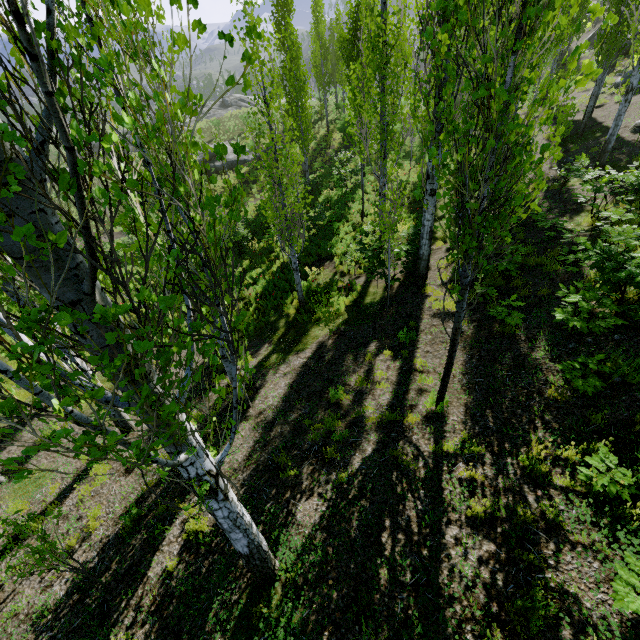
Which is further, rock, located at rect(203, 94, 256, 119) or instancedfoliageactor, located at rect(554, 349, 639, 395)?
rock, located at rect(203, 94, 256, 119)

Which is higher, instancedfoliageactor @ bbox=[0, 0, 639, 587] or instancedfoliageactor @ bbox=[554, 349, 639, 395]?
instancedfoliageactor @ bbox=[0, 0, 639, 587]

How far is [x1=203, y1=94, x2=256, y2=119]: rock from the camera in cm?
4516

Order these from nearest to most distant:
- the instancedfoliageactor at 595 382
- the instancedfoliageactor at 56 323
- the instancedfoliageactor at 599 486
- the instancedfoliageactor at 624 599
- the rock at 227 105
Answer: the instancedfoliageactor at 56 323, the instancedfoliageactor at 624 599, the instancedfoliageactor at 599 486, the instancedfoliageactor at 595 382, the rock at 227 105

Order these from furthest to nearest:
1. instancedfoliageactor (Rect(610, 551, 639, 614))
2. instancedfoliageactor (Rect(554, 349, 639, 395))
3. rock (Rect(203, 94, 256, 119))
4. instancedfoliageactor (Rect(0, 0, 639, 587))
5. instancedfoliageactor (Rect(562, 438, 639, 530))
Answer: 1. rock (Rect(203, 94, 256, 119))
2. instancedfoliageactor (Rect(554, 349, 639, 395))
3. instancedfoliageactor (Rect(562, 438, 639, 530))
4. instancedfoliageactor (Rect(610, 551, 639, 614))
5. instancedfoliageactor (Rect(0, 0, 639, 587))

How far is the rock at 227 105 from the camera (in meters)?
45.16

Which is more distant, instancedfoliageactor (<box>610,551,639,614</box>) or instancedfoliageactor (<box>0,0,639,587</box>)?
instancedfoliageactor (<box>610,551,639,614</box>)

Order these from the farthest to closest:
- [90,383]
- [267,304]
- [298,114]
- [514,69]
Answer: [298,114], [514,69], [267,304], [90,383]
